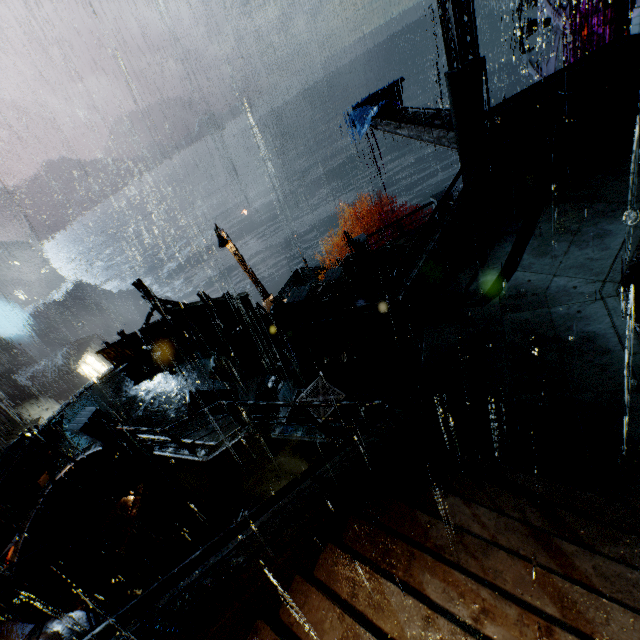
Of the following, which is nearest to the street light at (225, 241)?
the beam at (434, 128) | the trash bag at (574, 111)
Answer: the beam at (434, 128)

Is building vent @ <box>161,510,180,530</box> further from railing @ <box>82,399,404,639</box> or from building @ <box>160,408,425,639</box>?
railing @ <box>82,399,404,639</box>

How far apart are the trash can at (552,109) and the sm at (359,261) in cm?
813

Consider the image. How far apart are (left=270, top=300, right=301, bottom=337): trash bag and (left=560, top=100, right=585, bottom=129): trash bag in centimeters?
1078cm

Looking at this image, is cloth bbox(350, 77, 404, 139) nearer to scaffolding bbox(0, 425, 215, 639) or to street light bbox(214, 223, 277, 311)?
street light bbox(214, 223, 277, 311)

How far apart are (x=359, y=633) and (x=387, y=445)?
3.2 meters

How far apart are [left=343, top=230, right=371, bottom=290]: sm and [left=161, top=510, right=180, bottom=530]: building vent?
17.2m

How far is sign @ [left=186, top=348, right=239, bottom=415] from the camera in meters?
9.5
